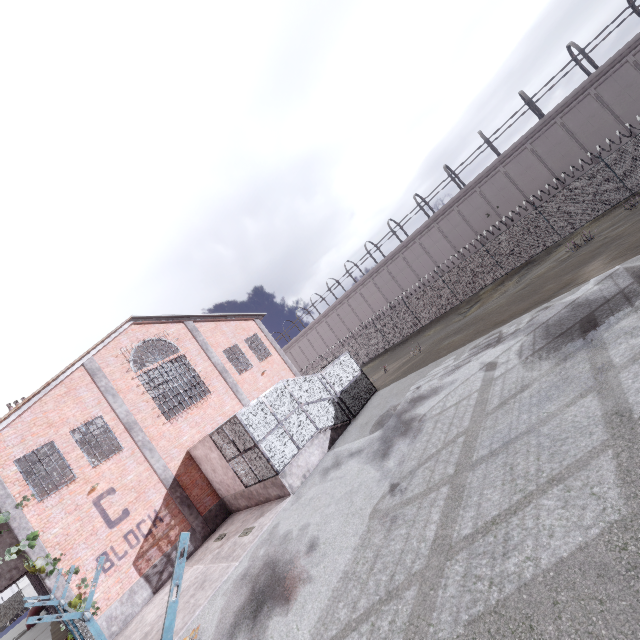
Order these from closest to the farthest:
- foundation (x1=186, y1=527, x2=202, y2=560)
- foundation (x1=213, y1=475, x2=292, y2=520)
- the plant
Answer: the plant
foundation (x1=213, y1=475, x2=292, y2=520)
foundation (x1=186, y1=527, x2=202, y2=560)

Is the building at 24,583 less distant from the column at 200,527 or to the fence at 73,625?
the fence at 73,625

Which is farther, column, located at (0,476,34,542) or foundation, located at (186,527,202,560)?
foundation, located at (186,527,202,560)

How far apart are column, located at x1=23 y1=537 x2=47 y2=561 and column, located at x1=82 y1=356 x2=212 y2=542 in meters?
4.3

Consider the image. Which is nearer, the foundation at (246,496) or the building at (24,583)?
the foundation at (246,496)

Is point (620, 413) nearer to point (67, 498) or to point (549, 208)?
point (67, 498)

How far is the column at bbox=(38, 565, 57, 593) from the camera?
11.9 meters

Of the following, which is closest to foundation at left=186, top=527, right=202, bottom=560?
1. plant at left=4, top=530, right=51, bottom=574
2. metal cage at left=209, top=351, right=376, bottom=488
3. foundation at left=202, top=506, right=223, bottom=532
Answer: foundation at left=202, top=506, right=223, bottom=532
